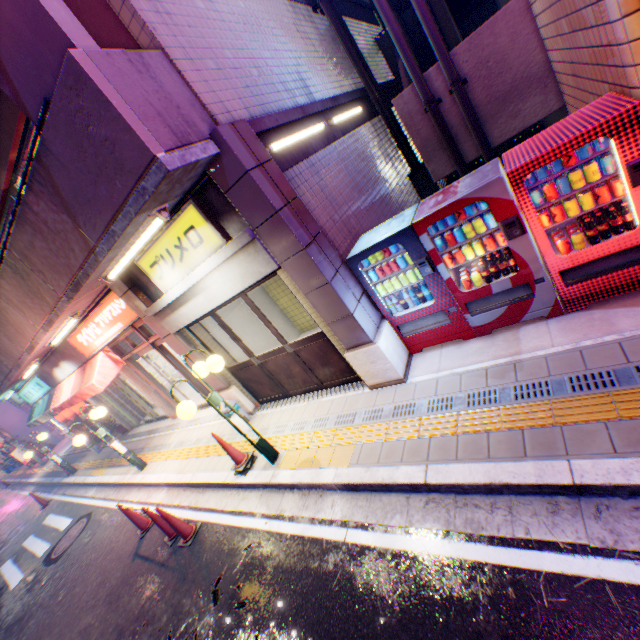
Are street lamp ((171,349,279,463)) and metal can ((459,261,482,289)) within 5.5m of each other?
yes

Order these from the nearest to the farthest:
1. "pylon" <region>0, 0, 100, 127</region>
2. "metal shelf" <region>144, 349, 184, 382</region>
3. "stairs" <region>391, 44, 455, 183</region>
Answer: "pylon" <region>0, 0, 100, 127</region> < "stairs" <region>391, 44, 455, 183</region> < "metal shelf" <region>144, 349, 184, 382</region>

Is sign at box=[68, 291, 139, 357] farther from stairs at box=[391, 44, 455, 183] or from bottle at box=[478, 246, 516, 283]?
stairs at box=[391, 44, 455, 183]

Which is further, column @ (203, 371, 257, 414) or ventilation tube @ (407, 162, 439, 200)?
ventilation tube @ (407, 162, 439, 200)

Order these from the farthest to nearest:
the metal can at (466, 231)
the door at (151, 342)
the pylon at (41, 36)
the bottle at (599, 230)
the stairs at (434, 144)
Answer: the door at (151, 342) < the stairs at (434, 144) < the metal can at (466, 231) < the bottle at (599, 230) < the pylon at (41, 36)

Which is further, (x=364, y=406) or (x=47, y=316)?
(x=47, y=316)

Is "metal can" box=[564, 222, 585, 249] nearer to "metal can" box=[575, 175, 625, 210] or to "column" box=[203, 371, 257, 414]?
"metal can" box=[575, 175, 625, 210]

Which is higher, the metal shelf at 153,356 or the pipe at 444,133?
the pipe at 444,133
